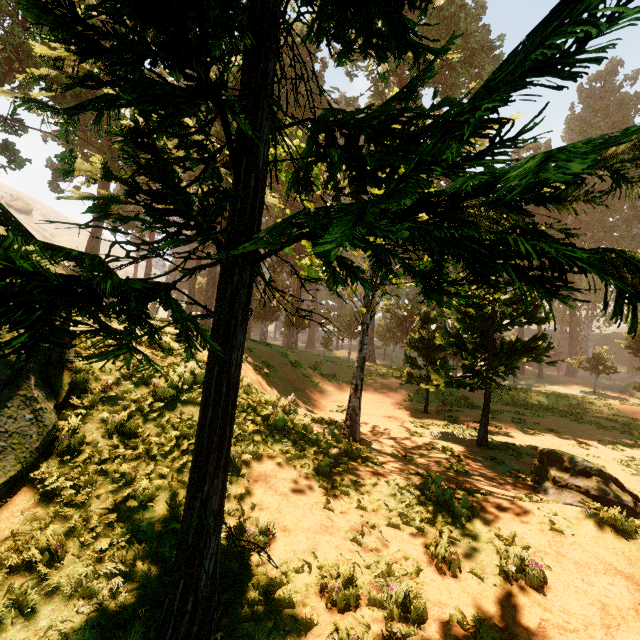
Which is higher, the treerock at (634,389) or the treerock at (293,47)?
the treerock at (293,47)

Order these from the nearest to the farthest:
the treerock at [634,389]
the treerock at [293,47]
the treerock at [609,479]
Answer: the treerock at [293,47] < the treerock at [609,479] < the treerock at [634,389]

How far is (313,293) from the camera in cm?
5088

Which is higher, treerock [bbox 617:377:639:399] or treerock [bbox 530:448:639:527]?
treerock [bbox 617:377:639:399]

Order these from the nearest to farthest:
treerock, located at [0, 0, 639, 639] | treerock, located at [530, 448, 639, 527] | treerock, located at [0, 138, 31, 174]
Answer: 1. treerock, located at [0, 0, 639, 639]
2. treerock, located at [530, 448, 639, 527]
3. treerock, located at [0, 138, 31, 174]
